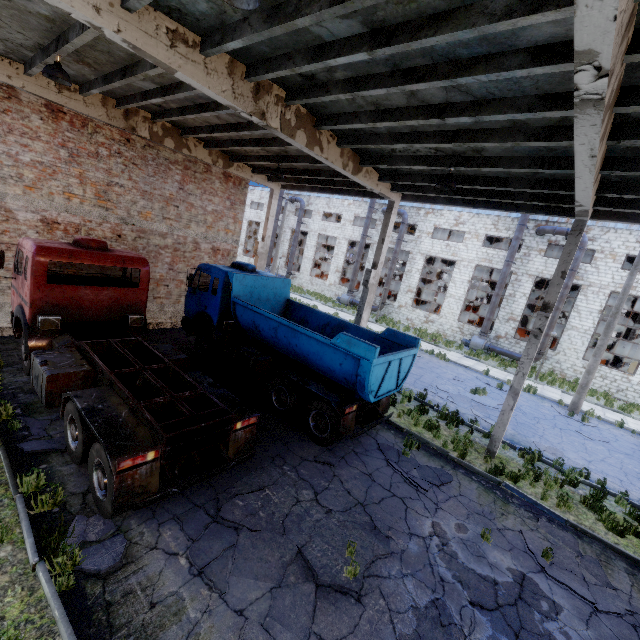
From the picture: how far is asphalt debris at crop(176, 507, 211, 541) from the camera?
5.5 meters

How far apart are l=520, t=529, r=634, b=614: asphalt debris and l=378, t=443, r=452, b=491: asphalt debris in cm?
170

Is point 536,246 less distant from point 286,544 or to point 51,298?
point 286,544

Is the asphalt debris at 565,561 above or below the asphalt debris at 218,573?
below

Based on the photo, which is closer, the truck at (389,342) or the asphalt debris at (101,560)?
the asphalt debris at (101,560)

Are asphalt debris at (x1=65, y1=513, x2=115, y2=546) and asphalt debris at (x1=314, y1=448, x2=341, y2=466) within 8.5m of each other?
yes

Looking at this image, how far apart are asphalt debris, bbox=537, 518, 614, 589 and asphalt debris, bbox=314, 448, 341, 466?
4.38m
